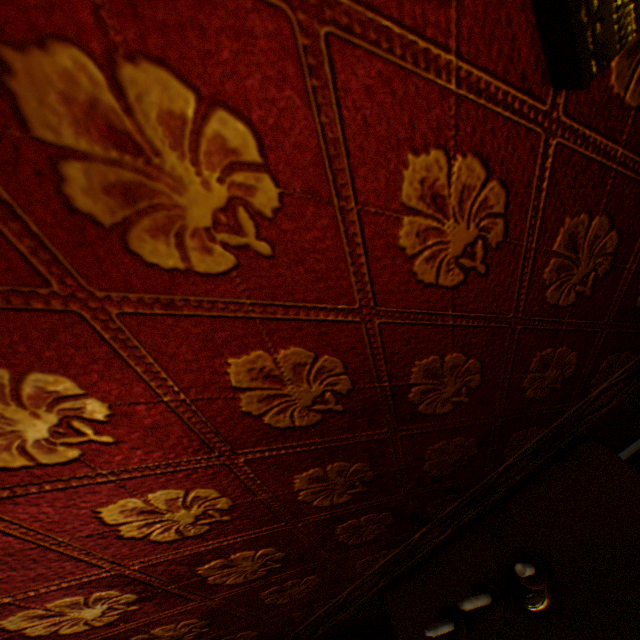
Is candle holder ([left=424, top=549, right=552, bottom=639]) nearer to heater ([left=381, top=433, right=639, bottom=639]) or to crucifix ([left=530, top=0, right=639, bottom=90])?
heater ([left=381, top=433, right=639, bottom=639])

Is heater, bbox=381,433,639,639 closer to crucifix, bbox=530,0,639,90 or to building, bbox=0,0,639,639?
building, bbox=0,0,639,639

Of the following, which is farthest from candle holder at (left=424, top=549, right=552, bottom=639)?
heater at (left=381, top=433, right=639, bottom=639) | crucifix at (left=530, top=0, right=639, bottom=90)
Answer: crucifix at (left=530, top=0, right=639, bottom=90)

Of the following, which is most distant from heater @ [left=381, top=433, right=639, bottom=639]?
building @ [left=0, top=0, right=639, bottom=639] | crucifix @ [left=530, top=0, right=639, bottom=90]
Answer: crucifix @ [left=530, top=0, right=639, bottom=90]

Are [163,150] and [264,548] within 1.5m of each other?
yes

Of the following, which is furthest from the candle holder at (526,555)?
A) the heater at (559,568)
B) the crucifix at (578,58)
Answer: the crucifix at (578,58)

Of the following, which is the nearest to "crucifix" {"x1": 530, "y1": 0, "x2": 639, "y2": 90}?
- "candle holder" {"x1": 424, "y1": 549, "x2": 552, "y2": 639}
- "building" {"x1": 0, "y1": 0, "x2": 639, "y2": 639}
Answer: "building" {"x1": 0, "y1": 0, "x2": 639, "y2": 639}

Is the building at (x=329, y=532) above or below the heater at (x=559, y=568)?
above
